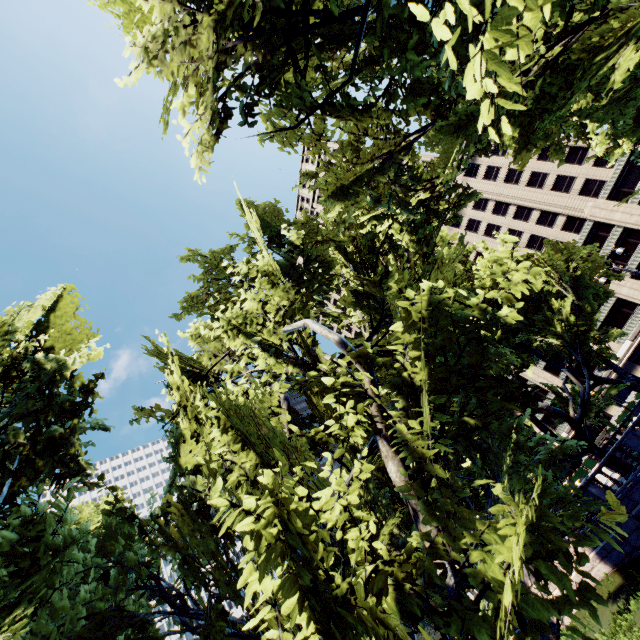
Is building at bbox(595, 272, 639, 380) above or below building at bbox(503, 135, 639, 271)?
below

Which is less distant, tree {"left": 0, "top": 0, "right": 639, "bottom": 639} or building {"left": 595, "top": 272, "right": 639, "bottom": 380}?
tree {"left": 0, "top": 0, "right": 639, "bottom": 639}

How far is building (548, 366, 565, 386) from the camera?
58.5m

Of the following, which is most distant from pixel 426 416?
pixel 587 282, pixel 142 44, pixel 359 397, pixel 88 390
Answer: pixel 587 282

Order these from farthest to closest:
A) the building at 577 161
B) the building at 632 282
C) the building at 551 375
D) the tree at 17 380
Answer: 1. the building at 551 375
2. the building at 632 282
3. the building at 577 161
4. the tree at 17 380

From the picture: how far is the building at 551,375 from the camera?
58.50m

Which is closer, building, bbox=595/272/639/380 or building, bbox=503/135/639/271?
building, bbox=503/135/639/271
